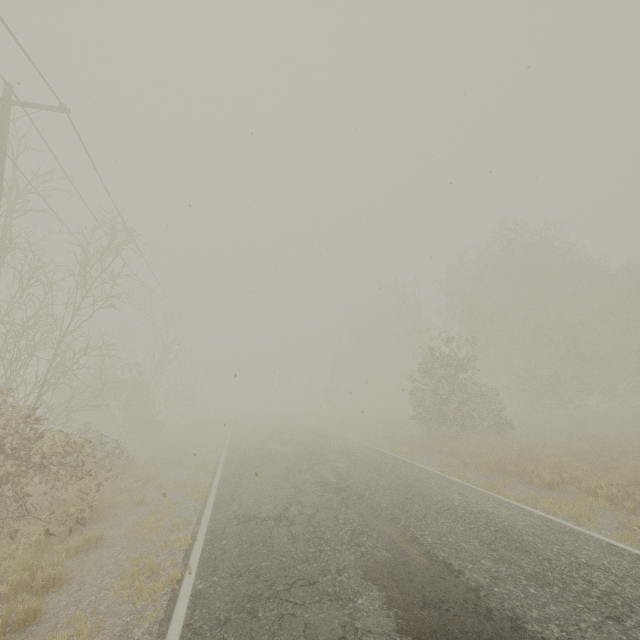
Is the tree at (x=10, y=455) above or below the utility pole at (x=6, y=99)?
below

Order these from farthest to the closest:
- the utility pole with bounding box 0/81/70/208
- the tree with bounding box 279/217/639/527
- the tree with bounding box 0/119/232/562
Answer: the tree with bounding box 279/217/639/527
the utility pole with bounding box 0/81/70/208
the tree with bounding box 0/119/232/562

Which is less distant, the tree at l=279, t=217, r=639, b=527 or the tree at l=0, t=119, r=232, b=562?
the tree at l=0, t=119, r=232, b=562

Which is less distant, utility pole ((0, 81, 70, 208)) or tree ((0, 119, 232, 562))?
tree ((0, 119, 232, 562))

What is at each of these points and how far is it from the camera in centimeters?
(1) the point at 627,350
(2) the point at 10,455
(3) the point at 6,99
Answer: (1) tree, 2330cm
(2) tree, 775cm
(3) utility pole, 930cm

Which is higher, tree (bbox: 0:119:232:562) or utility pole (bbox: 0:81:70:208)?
utility pole (bbox: 0:81:70:208)

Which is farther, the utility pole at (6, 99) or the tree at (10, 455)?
the utility pole at (6, 99)
